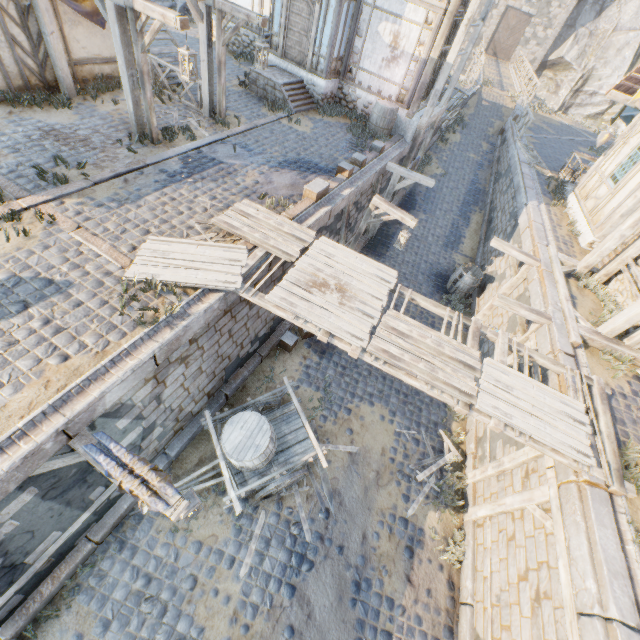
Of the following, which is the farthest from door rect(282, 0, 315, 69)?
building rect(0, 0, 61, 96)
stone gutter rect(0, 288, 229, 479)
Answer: stone gutter rect(0, 288, 229, 479)

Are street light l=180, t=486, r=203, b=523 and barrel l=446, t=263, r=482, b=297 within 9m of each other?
no

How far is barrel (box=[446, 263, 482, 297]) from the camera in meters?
12.3 m

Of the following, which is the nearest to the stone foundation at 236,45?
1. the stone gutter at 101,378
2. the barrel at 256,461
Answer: the stone gutter at 101,378

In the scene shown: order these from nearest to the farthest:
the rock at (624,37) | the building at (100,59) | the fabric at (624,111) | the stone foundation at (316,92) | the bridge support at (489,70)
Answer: the building at (100,59)
the stone foundation at (316,92)
the fabric at (624,111)
the bridge support at (489,70)
the rock at (624,37)

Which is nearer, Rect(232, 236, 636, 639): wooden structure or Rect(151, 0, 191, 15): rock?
Rect(232, 236, 636, 639): wooden structure

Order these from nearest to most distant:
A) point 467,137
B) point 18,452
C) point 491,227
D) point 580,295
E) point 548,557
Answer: point 18,452 → point 548,557 → point 580,295 → point 491,227 → point 467,137

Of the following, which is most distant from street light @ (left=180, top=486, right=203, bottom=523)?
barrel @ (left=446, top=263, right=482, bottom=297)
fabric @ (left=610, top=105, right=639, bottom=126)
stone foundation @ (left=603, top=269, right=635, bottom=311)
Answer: fabric @ (left=610, top=105, right=639, bottom=126)
